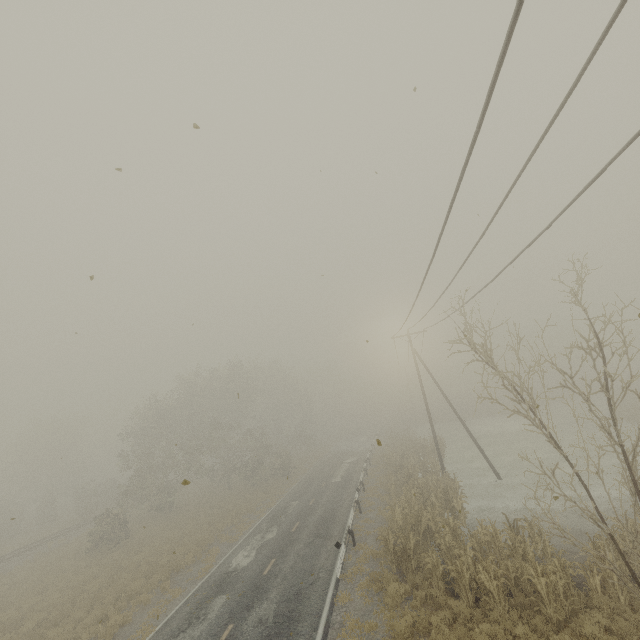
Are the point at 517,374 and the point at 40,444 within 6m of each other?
no
